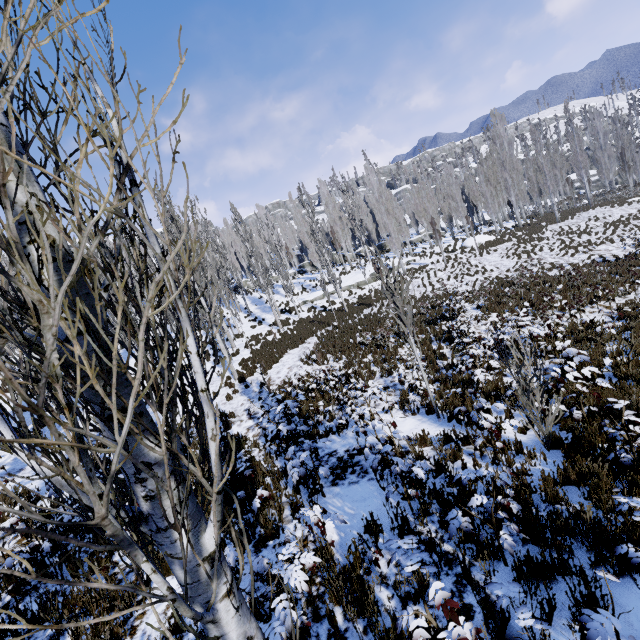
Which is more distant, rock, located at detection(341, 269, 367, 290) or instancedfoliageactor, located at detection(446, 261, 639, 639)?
rock, located at detection(341, 269, 367, 290)

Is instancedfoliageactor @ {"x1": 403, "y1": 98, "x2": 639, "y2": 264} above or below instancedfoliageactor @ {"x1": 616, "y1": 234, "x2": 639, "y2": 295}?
above

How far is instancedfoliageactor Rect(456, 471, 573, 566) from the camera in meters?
3.4

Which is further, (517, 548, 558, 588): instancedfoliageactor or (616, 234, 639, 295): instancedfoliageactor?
(616, 234, 639, 295): instancedfoliageactor

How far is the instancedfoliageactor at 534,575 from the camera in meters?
3.2 m

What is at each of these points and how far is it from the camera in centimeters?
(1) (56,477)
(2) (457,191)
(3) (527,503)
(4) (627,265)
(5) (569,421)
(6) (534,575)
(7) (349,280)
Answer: (1) instancedfoliageactor, 136cm
(2) instancedfoliageactor, 3594cm
(3) instancedfoliageactor, 430cm
(4) instancedfoliageactor, 1642cm
(5) instancedfoliageactor, 618cm
(6) instancedfoliageactor, 333cm
(7) rock, 3494cm

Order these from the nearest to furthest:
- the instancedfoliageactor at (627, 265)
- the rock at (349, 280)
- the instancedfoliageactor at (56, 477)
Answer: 1. the instancedfoliageactor at (56, 477)
2. the instancedfoliageactor at (627, 265)
3. the rock at (349, 280)

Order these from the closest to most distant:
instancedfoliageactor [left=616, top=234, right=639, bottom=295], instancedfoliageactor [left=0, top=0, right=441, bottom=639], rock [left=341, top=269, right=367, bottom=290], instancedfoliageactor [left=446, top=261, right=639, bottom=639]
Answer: instancedfoliageactor [left=0, top=0, right=441, bottom=639] < instancedfoliageactor [left=446, top=261, right=639, bottom=639] < instancedfoliageactor [left=616, top=234, right=639, bottom=295] < rock [left=341, top=269, right=367, bottom=290]
